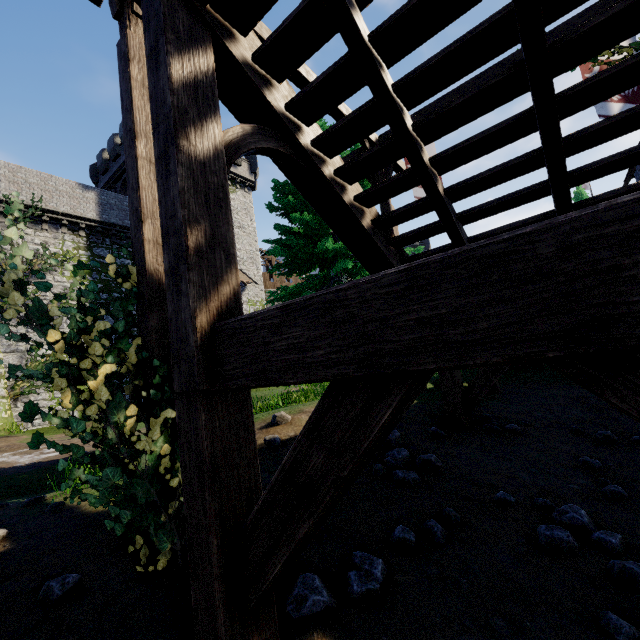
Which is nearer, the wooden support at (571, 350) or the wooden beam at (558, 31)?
the wooden support at (571, 350)

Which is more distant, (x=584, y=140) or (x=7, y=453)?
(x=7, y=453)

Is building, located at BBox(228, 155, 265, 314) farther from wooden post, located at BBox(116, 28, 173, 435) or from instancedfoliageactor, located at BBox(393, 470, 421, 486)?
instancedfoliageactor, located at BBox(393, 470, 421, 486)

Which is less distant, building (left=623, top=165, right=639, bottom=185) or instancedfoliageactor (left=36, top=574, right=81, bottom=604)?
instancedfoliageactor (left=36, top=574, right=81, bottom=604)

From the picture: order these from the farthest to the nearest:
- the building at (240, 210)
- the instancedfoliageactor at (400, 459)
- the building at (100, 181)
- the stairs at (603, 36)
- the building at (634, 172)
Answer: the building at (240, 210) < the building at (100, 181) < the building at (634, 172) < the instancedfoliageactor at (400, 459) < the stairs at (603, 36)

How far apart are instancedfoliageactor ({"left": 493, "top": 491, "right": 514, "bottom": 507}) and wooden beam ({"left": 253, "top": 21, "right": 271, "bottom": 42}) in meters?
7.3 m

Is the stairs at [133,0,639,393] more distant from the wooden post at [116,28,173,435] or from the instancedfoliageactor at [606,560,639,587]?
the instancedfoliageactor at [606,560,639,587]

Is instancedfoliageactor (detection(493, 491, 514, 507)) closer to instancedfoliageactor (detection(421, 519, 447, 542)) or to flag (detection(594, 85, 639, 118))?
instancedfoliageactor (detection(421, 519, 447, 542))
